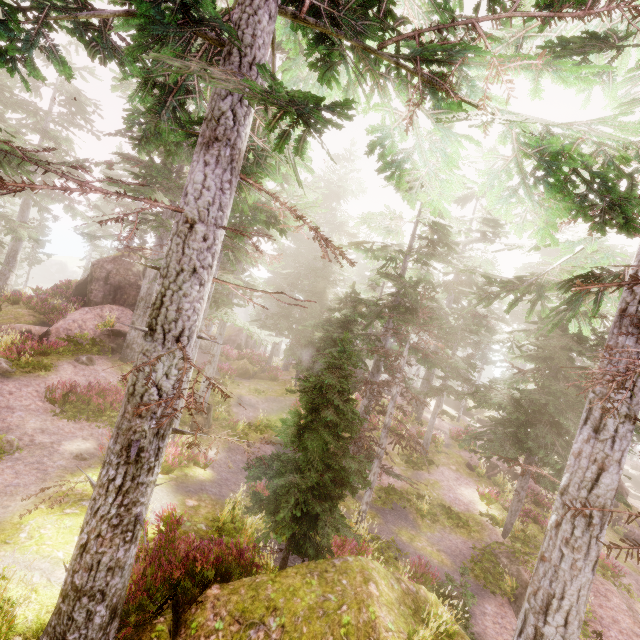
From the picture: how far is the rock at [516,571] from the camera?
11.8 meters

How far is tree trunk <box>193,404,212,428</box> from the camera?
16.0 meters

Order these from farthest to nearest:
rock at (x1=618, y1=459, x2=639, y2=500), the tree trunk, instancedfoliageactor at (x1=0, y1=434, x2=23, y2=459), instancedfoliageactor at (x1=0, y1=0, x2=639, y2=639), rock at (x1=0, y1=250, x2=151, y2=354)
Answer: rock at (x1=618, y1=459, x2=639, y2=500) < rock at (x1=0, y1=250, x2=151, y2=354) < the tree trunk < instancedfoliageactor at (x1=0, y1=434, x2=23, y2=459) < instancedfoliageactor at (x1=0, y1=0, x2=639, y2=639)

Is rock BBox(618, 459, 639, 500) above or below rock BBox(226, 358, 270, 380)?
below

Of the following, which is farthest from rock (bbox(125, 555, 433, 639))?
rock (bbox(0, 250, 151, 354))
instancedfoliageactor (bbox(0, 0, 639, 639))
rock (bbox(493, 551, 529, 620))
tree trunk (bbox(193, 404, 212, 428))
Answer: rock (bbox(0, 250, 151, 354))

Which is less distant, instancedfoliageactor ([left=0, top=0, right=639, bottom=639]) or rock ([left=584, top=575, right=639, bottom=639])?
instancedfoliageactor ([left=0, top=0, right=639, bottom=639])

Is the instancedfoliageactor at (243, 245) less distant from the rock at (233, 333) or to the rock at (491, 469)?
the rock at (233, 333)

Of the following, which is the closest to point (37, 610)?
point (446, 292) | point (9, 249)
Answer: point (446, 292)
